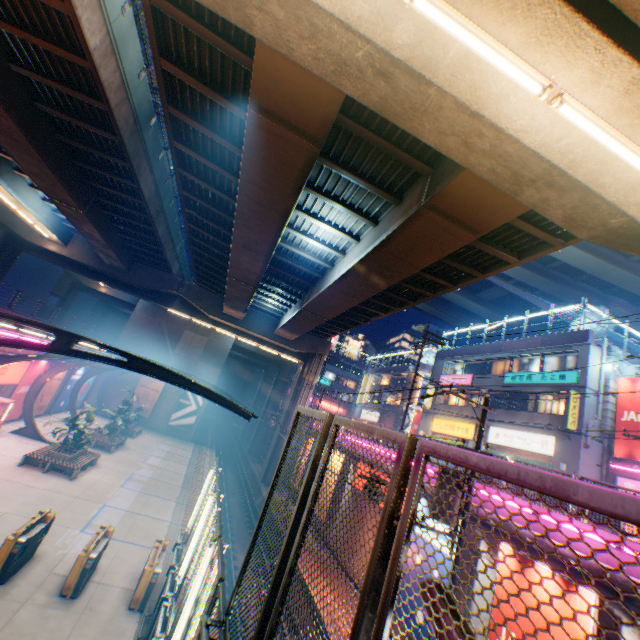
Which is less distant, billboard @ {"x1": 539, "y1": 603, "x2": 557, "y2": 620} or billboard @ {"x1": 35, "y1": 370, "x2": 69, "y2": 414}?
billboard @ {"x1": 539, "y1": 603, "x2": 557, "y2": 620}

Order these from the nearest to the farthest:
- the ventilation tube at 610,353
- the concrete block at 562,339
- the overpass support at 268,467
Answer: the ventilation tube at 610,353 < the concrete block at 562,339 < the overpass support at 268,467

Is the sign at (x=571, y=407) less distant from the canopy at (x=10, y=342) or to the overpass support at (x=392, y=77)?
the overpass support at (x=392, y=77)

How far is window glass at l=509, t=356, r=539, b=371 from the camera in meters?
25.2

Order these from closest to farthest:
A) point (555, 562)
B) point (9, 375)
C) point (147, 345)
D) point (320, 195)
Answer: point (555, 562)
point (320, 195)
point (9, 375)
point (147, 345)

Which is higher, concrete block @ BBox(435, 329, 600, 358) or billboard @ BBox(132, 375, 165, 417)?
concrete block @ BBox(435, 329, 600, 358)

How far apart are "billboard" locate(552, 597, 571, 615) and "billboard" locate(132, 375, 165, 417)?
36.2 meters

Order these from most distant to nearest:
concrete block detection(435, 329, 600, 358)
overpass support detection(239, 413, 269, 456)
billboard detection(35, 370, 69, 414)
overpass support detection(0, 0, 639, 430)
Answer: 1. overpass support detection(239, 413, 269, 456)
2. billboard detection(35, 370, 69, 414)
3. concrete block detection(435, 329, 600, 358)
4. overpass support detection(0, 0, 639, 430)
